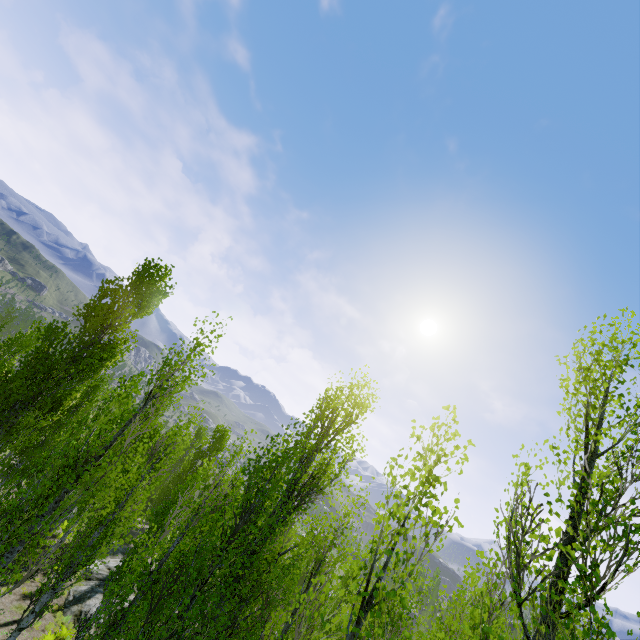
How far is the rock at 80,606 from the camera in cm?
1694

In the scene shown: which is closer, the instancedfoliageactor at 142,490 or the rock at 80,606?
the instancedfoliageactor at 142,490

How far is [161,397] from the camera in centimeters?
1021cm

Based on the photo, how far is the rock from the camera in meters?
16.9

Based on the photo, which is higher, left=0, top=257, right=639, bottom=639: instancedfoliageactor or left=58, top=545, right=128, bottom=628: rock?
left=0, top=257, right=639, bottom=639: instancedfoliageactor

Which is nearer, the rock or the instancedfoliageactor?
the instancedfoliageactor
